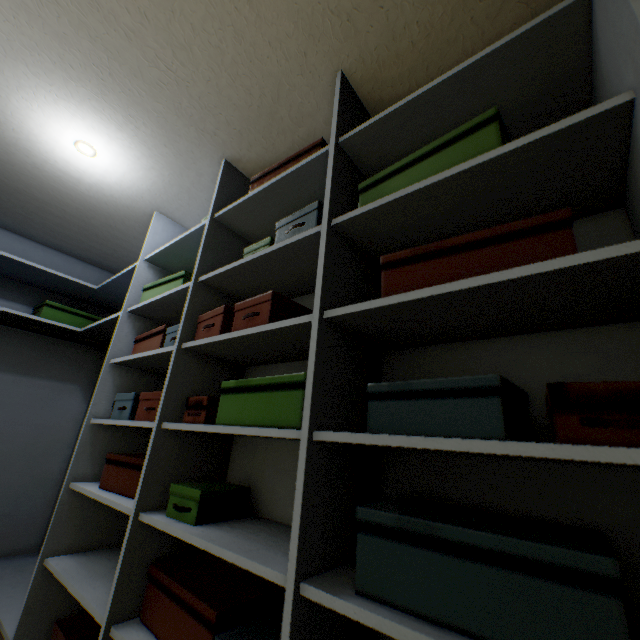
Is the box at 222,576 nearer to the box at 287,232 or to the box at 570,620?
the box at 570,620

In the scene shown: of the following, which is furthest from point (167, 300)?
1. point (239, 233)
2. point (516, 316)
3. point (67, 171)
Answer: point (516, 316)

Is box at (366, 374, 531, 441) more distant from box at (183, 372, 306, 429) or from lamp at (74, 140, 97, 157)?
lamp at (74, 140, 97, 157)

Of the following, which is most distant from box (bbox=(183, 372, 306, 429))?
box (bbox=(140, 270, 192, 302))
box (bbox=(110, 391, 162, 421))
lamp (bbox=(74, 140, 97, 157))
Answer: lamp (bbox=(74, 140, 97, 157))

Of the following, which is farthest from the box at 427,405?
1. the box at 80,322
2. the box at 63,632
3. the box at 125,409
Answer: the box at 80,322

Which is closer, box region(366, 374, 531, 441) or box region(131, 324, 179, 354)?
box region(366, 374, 531, 441)

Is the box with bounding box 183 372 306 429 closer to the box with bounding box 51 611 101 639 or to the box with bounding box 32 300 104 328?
the box with bounding box 51 611 101 639

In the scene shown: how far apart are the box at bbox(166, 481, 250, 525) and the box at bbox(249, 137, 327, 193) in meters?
1.2
